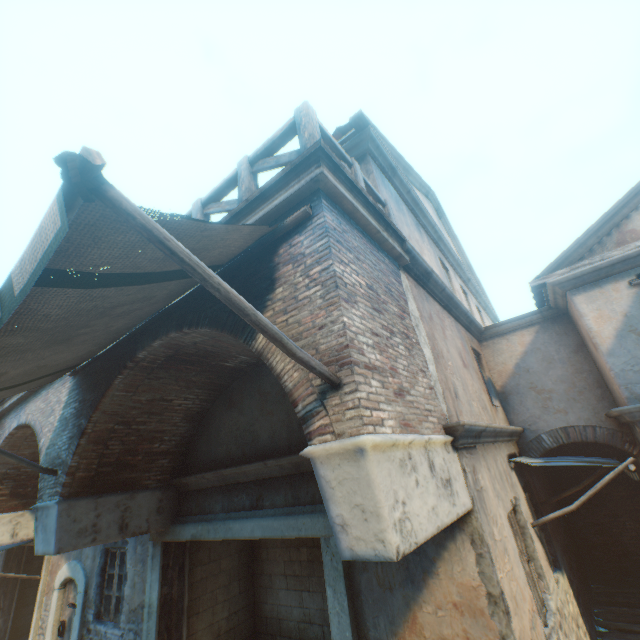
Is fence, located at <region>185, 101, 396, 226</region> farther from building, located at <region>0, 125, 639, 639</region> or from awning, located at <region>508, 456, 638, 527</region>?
awning, located at <region>508, 456, 638, 527</region>

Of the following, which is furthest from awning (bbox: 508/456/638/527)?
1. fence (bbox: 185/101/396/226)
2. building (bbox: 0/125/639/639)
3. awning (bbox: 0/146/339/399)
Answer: awning (bbox: 0/146/339/399)

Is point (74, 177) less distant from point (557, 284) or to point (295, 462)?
point (295, 462)

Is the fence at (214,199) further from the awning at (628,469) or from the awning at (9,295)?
the awning at (628,469)

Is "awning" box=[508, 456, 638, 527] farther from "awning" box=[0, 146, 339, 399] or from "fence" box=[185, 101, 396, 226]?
"awning" box=[0, 146, 339, 399]

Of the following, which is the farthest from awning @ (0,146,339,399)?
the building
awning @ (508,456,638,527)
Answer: awning @ (508,456,638,527)

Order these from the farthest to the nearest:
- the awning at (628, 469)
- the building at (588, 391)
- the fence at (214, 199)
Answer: the awning at (628, 469), the fence at (214, 199), the building at (588, 391)

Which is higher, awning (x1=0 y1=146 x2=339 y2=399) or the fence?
the fence
